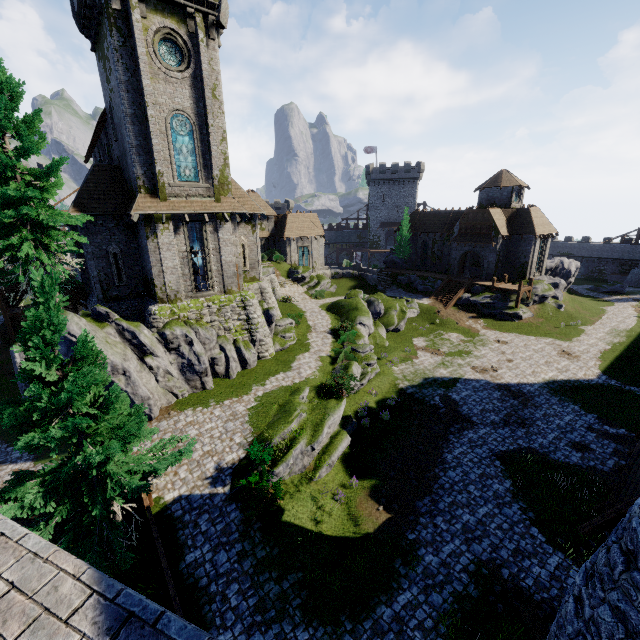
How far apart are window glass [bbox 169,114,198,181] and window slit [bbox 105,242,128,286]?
5.9m

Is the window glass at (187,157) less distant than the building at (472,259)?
Yes

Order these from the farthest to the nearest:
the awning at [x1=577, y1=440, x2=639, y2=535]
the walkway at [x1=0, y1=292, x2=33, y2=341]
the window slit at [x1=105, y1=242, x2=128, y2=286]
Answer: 1. the walkway at [x1=0, y1=292, x2=33, y2=341]
2. the window slit at [x1=105, y1=242, x2=128, y2=286]
3. the awning at [x1=577, y1=440, x2=639, y2=535]

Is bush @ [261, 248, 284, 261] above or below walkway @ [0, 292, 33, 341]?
above

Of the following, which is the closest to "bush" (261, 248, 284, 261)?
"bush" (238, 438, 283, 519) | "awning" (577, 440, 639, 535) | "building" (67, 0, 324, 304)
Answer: "building" (67, 0, 324, 304)

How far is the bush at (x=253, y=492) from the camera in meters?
13.2

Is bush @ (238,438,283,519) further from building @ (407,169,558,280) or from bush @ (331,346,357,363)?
building @ (407,169,558,280)

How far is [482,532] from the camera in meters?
13.5 m
